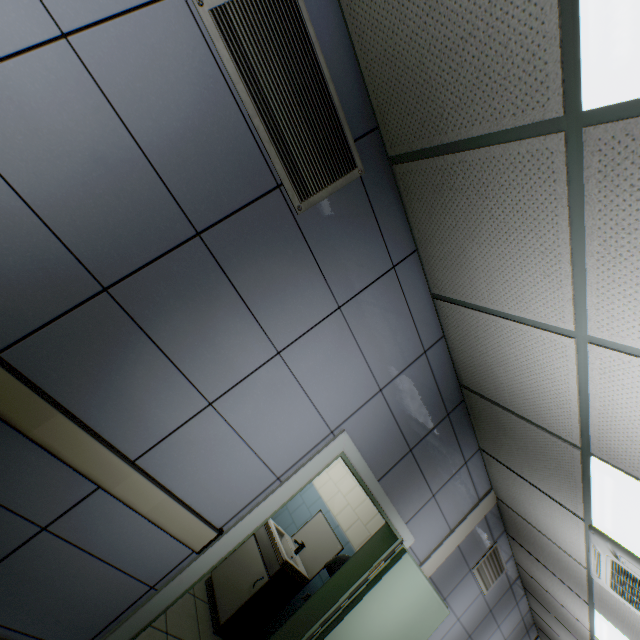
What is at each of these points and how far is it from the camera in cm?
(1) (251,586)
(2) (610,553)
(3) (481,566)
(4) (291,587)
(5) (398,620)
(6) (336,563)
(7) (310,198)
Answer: (1) cabinet, 349
(2) air conditioning vent, 245
(3) ventilation grill, 432
(4) sink, 367
(5) door, 331
(6) hand dryer, 336
(7) ventilation grill, 178

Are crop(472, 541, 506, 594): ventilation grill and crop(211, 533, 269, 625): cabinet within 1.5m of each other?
no

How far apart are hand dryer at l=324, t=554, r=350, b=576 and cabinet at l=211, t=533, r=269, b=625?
0.62m

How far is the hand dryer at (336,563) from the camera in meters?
3.3

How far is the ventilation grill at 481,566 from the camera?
4.29m

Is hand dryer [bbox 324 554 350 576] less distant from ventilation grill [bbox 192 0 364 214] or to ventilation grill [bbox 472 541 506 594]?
ventilation grill [bbox 472 541 506 594]

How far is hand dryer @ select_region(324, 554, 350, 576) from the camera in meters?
3.3

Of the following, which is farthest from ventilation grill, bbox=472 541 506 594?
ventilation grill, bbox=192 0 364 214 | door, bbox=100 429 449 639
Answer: ventilation grill, bbox=192 0 364 214
